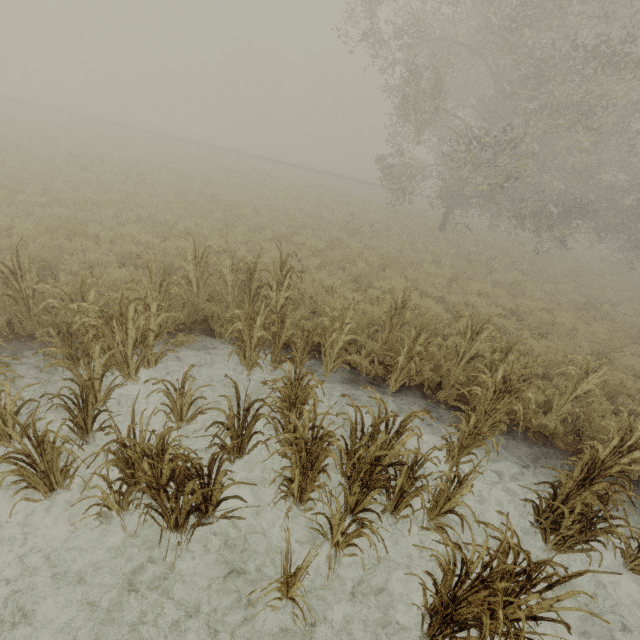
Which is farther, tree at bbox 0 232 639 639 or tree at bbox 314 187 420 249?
tree at bbox 314 187 420 249

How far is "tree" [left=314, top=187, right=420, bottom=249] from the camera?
15.28m

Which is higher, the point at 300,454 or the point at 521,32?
the point at 521,32

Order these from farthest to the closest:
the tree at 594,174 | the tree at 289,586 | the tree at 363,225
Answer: the tree at 363,225 → the tree at 594,174 → the tree at 289,586

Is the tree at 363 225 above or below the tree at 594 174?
below

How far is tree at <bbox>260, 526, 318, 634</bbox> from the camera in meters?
2.8

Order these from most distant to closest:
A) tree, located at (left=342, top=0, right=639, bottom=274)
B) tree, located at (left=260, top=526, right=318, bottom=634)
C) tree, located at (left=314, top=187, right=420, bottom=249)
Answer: tree, located at (left=314, top=187, right=420, bottom=249)
tree, located at (left=342, top=0, right=639, bottom=274)
tree, located at (left=260, top=526, right=318, bottom=634)

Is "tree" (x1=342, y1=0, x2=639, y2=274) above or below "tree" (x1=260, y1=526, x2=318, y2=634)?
above
